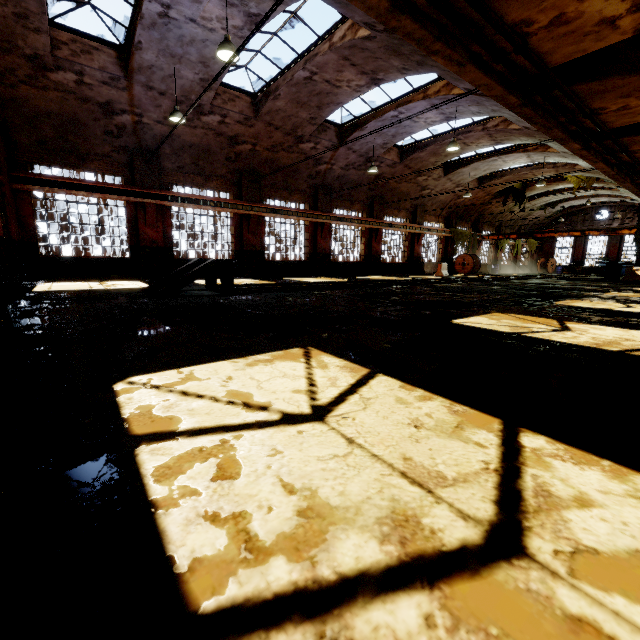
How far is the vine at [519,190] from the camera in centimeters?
2798cm

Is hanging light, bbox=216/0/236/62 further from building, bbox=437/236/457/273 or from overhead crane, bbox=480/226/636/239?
overhead crane, bbox=480/226/636/239

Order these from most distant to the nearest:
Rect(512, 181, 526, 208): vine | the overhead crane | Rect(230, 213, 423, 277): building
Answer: Rect(512, 181, 526, 208): vine
the overhead crane
Rect(230, 213, 423, 277): building

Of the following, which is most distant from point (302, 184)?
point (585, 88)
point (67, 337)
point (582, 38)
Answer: point (67, 337)

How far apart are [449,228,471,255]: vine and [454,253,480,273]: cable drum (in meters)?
0.40

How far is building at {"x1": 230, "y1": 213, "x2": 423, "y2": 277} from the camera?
17.55m

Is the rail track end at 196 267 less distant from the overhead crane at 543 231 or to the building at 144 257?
the building at 144 257

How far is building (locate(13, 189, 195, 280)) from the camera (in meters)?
12.44
